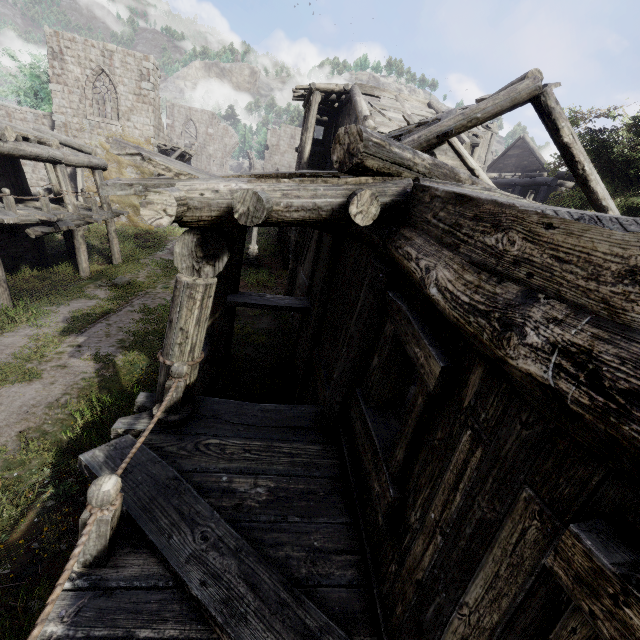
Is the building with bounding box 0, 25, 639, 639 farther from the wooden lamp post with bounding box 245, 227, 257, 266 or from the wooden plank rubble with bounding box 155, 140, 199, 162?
the wooden lamp post with bounding box 245, 227, 257, 266

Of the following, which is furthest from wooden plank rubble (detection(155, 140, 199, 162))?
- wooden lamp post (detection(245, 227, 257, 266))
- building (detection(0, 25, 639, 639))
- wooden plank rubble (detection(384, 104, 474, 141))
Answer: wooden plank rubble (detection(384, 104, 474, 141))

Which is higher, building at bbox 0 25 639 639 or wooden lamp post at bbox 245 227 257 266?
building at bbox 0 25 639 639

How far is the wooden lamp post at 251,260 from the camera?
20.56m

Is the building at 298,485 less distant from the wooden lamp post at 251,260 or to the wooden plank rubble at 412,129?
the wooden plank rubble at 412,129

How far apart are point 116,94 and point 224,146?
24.9 meters

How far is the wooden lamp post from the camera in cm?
2056
